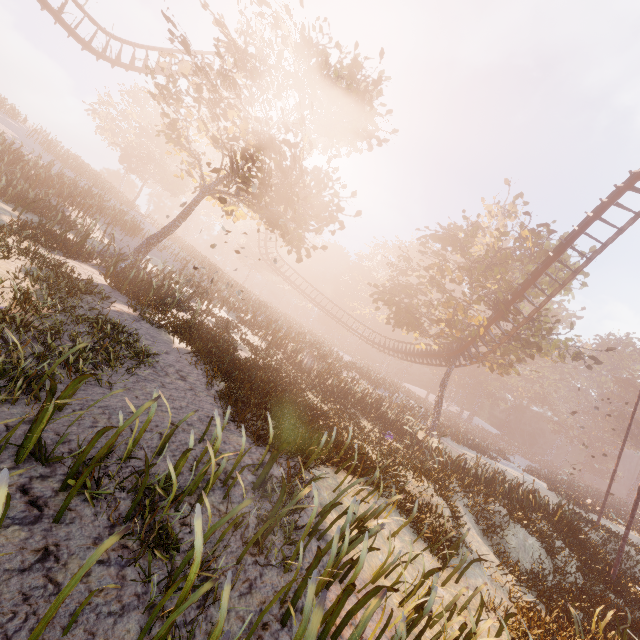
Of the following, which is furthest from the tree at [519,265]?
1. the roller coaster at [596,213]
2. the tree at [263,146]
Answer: the tree at [263,146]

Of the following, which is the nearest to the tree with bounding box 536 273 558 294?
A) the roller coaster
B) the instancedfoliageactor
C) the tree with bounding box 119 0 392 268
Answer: the roller coaster

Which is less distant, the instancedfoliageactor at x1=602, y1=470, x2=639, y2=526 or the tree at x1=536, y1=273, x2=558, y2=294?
the tree at x1=536, y1=273, x2=558, y2=294

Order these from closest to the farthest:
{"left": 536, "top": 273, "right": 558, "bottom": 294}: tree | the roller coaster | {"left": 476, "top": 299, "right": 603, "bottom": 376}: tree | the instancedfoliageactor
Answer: the roller coaster < {"left": 476, "top": 299, "right": 603, "bottom": 376}: tree < {"left": 536, "top": 273, "right": 558, "bottom": 294}: tree < the instancedfoliageactor

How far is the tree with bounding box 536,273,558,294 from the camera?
24.23m

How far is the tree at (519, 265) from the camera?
22.8 meters

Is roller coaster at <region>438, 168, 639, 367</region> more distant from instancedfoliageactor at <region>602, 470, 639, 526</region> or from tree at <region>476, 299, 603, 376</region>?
instancedfoliageactor at <region>602, 470, 639, 526</region>

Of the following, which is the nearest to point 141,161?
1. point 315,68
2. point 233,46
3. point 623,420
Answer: point 233,46
